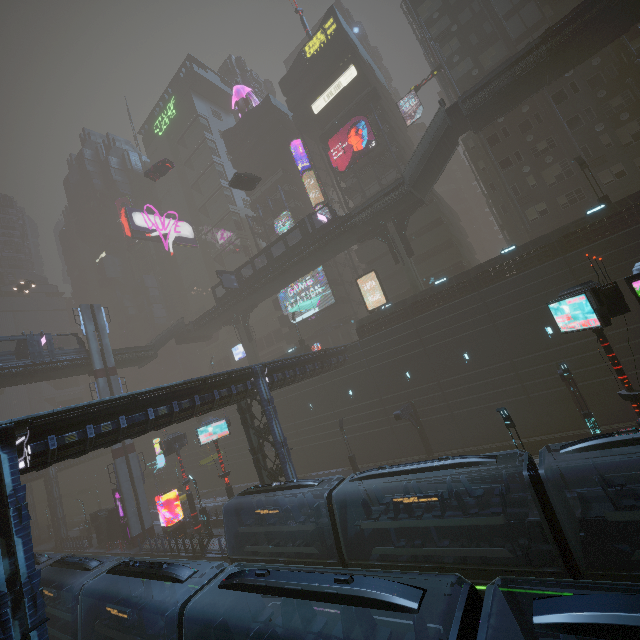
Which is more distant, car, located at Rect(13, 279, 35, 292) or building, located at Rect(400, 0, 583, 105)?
car, located at Rect(13, 279, 35, 292)

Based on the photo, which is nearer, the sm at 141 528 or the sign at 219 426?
the sign at 219 426

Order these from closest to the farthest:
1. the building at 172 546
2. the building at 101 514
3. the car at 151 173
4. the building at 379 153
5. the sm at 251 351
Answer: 1. the building at 172 546
2. the building at 101 514
3. the building at 379 153
4. the car at 151 173
5. the sm at 251 351

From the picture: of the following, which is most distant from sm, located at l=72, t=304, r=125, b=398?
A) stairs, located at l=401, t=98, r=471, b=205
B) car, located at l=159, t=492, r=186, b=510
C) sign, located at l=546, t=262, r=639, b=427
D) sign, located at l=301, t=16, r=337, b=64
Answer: sign, located at l=301, t=16, r=337, b=64

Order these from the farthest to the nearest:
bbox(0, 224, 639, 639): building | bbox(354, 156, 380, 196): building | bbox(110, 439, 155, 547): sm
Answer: bbox(354, 156, 380, 196): building → bbox(110, 439, 155, 547): sm → bbox(0, 224, 639, 639): building

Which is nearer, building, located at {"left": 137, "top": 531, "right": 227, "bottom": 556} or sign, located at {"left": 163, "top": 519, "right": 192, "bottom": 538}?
building, located at {"left": 137, "top": 531, "right": 227, "bottom": 556}

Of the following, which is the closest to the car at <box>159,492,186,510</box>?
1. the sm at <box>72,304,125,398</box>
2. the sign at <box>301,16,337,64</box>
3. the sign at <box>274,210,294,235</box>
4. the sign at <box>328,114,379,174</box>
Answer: the sm at <box>72,304,125,398</box>

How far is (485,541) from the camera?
12.8 meters
